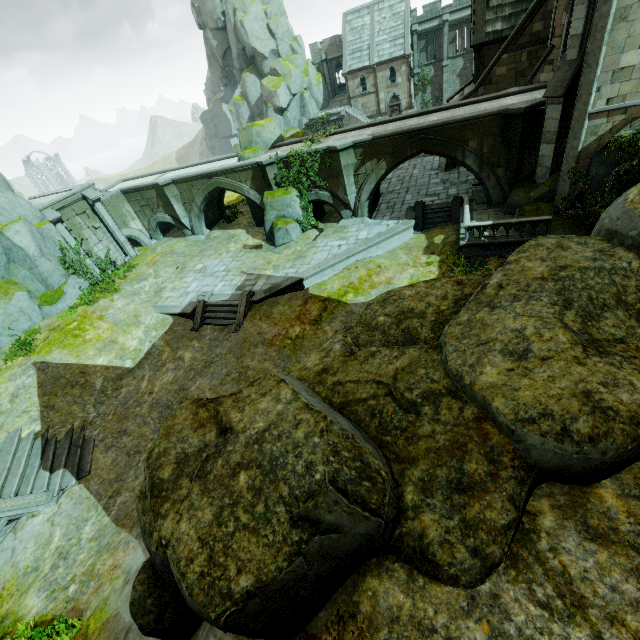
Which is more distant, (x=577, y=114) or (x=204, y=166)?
(x=204, y=166)

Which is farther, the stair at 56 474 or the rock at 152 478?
the stair at 56 474

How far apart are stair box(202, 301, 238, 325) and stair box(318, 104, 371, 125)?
38.3 meters

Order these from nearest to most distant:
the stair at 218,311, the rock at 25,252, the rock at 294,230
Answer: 1. the stair at 218,311
2. the rock at 25,252
3. the rock at 294,230

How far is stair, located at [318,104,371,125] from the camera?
44.00m

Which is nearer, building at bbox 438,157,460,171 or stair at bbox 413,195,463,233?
stair at bbox 413,195,463,233

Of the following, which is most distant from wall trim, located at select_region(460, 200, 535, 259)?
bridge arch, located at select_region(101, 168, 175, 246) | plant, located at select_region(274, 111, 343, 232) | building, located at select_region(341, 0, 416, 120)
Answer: building, located at select_region(341, 0, 416, 120)

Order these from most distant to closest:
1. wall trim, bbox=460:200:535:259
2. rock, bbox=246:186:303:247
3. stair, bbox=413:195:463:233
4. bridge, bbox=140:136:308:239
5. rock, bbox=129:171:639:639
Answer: bridge, bbox=140:136:308:239
rock, bbox=246:186:303:247
stair, bbox=413:195:463:233
wall trim, bbox=460:200:535:259
rock, bbox=129:171:639:639
